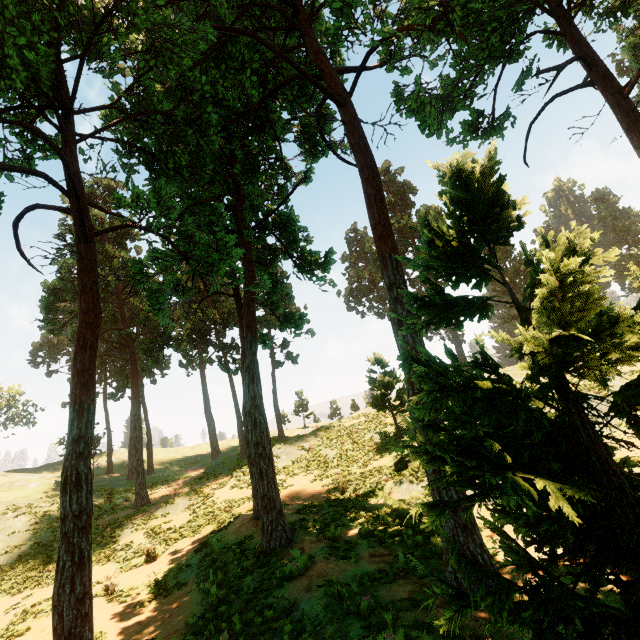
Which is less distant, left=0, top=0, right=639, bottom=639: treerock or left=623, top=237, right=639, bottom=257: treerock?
left=0, top=0, right=639, bottom=639: treerock

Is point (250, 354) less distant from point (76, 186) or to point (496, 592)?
point (76, 186)

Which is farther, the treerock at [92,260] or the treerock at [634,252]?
the treerock at [634,252]
